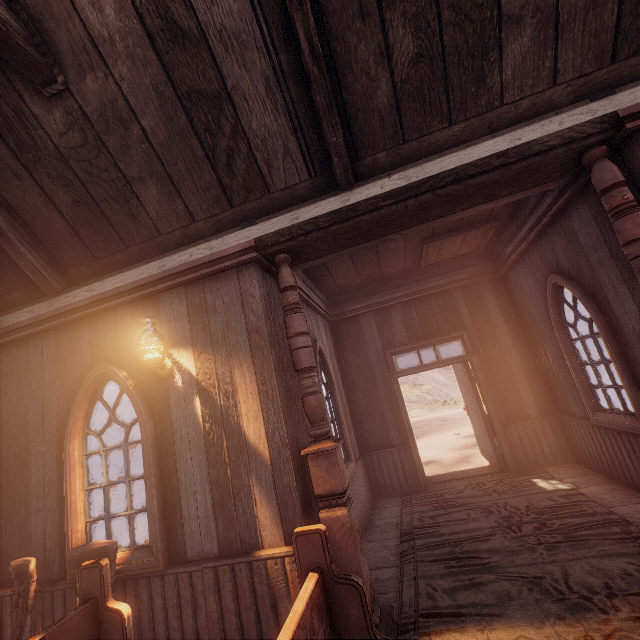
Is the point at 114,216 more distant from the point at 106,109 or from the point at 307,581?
the point at 307,581

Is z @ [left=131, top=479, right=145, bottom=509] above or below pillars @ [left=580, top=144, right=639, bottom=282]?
below

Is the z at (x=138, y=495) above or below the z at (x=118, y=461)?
below

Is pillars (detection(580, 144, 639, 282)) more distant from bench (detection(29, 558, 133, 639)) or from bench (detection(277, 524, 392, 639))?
bench (detection(29, 558, 133, 639))

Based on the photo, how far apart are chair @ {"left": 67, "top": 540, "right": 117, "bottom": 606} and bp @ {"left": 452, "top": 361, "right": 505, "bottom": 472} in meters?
6.2

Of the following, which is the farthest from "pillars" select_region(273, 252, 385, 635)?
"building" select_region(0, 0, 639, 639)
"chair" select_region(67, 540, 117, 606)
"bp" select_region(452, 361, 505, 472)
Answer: "bp" select_region(452, 361, 505, 472)

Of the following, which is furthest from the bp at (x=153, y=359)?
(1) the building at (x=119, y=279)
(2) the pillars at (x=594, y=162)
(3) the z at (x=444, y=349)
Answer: (3) the z at (x=444, y=349)

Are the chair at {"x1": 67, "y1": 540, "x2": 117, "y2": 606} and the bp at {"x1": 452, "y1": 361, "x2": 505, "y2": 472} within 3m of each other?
no
